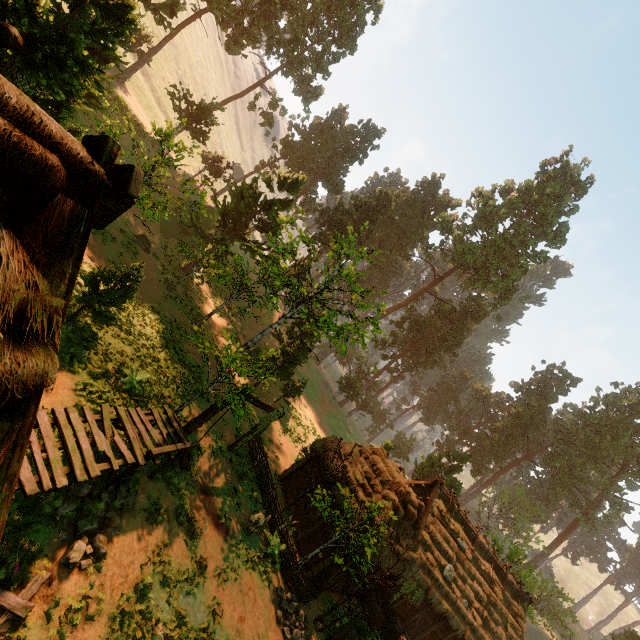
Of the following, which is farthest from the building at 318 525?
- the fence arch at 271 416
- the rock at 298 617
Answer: the rock at 298 617

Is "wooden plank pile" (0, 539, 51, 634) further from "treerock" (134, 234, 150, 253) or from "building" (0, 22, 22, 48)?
"treerock" (134, 234, 150, 253)

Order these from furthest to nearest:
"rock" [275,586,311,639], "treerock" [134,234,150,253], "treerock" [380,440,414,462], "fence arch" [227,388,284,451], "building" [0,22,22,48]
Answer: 1. "treerock" [380,440,414,462]
2. "treerock" [134,234,150,253]
3. "fence arch" [227,388,284,451]
4. "rock" [275,586,311,639]
5. "building" [0,22,22,48]

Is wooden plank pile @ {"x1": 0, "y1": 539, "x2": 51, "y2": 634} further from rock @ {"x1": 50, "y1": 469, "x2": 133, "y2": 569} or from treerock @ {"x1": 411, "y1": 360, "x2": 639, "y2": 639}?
treerock @ {"x1": 411, "y1": 360, "x2": 639, "y2": 639}

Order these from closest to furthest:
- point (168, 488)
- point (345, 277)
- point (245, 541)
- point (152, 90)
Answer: point (168, 488) < point (245, 541) < point (345, 277) < point (152, 90)

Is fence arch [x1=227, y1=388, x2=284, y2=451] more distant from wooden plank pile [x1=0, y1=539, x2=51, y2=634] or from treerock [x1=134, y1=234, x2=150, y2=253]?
wooden plank pile [x1=0, y1=539, x2=51, y2=634]

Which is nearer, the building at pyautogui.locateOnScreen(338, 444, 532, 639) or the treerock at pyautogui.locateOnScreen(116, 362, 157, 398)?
the treerock at pyautogui.locateOnScreen(116, 362, 157, 398)

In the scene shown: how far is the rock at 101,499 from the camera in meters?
7.7
